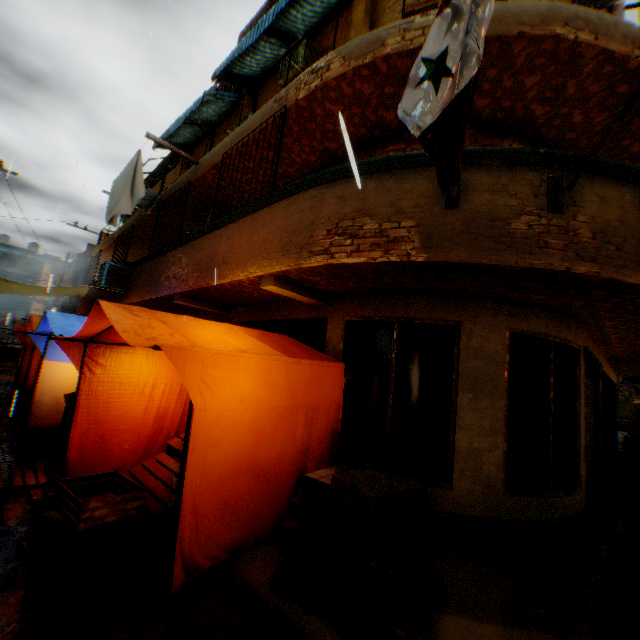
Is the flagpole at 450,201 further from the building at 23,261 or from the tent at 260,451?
the building at 23,261

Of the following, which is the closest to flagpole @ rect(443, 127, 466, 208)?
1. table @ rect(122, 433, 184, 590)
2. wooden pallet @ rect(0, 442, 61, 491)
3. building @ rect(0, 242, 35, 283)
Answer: table @ rect(122, 433, 184, 590)

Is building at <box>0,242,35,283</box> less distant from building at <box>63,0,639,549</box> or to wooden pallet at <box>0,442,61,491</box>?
building at <box>63,0,639,549</box>

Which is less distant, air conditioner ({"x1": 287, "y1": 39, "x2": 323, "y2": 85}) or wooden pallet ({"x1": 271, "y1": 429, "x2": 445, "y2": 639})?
wooden pallet ({"x1": 271, "y1": 429, "x2": 445, "y2": 639})

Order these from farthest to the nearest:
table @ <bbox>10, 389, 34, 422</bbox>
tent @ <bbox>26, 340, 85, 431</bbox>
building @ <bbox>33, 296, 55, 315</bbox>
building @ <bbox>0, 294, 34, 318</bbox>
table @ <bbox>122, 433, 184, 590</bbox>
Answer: building @ <bbox>0, 294, 34, 318</bbox>, building @ <bbox>33, 296, 55, 315</bbox>, table @ <bbox>10, 389, 34, 422</bbox>, tent @ <bbox>26, 340, 85, 431</bbox>, table @ <bbox>122, 433, 184, 590</bbox>

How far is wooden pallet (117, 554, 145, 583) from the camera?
3.0 meters

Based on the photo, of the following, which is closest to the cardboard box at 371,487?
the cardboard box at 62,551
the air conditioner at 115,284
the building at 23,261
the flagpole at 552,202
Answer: the cardboard box at 62,551

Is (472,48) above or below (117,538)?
above
